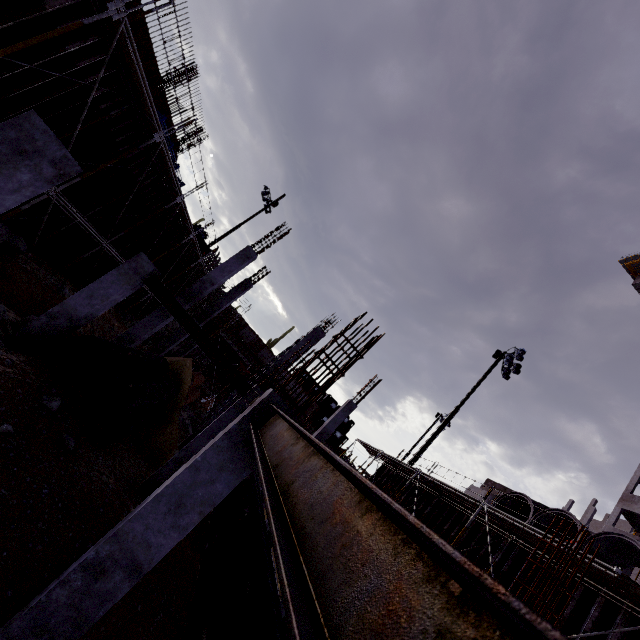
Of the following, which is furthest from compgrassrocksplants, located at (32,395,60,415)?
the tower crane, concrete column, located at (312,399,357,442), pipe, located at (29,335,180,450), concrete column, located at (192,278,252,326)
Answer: the tower crane

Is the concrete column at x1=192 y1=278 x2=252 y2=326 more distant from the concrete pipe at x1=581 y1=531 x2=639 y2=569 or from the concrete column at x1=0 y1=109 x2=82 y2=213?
the concrete pipe at x1=581 y1=531 x2=639 y2=569

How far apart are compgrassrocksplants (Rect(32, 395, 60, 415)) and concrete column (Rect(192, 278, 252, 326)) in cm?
1098

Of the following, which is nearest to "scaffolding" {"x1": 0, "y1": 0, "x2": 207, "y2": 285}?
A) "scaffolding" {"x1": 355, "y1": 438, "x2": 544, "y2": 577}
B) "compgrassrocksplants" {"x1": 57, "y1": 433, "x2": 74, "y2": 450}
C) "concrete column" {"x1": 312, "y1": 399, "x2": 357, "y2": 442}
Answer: "compgrassrocksplants" {"x1": 57, "y1": 433, "x2": 74, "y2": 450}

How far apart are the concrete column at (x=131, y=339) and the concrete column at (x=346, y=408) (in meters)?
10.32

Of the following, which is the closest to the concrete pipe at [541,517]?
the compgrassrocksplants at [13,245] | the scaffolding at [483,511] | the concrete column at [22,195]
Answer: the scaffolding at [483,511]

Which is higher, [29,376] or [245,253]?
[245,253]

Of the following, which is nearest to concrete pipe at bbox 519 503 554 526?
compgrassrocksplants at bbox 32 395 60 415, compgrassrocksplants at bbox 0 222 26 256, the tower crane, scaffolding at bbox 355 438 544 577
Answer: scaffolding at bbox 355 438 544 577
